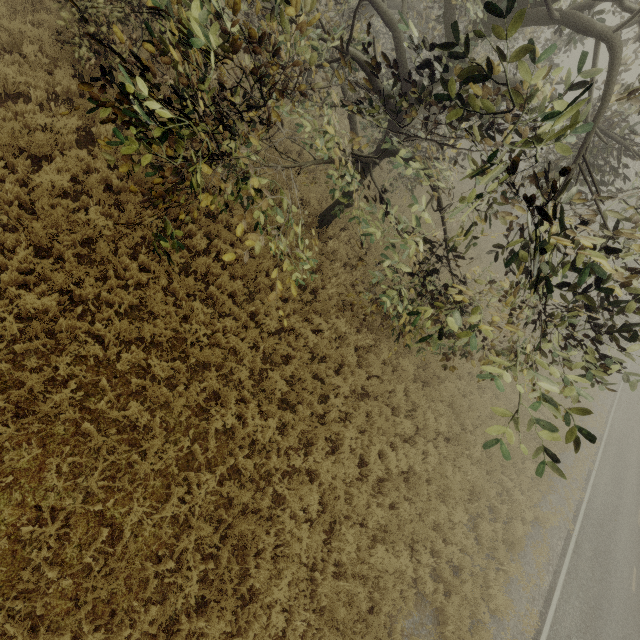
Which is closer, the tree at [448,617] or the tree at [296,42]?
the tree at [296,42]

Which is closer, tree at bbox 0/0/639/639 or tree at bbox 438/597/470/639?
tree at bbox 0/0/639/639

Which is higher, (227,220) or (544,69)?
(544,69)
